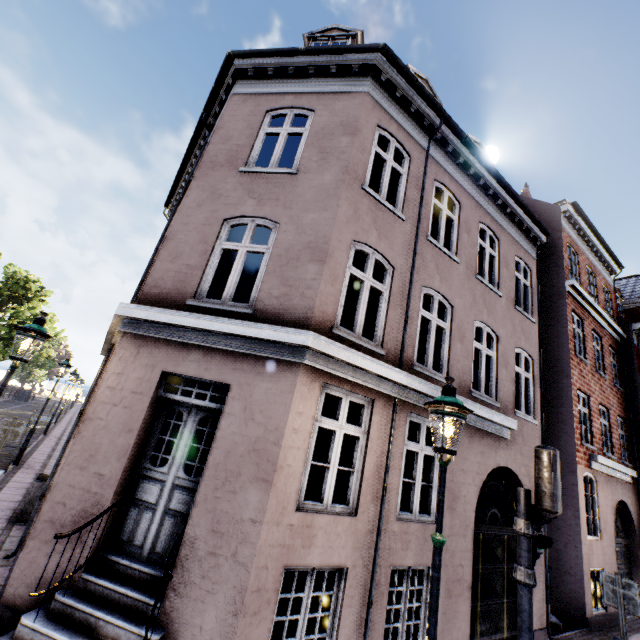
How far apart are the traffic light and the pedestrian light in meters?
Result: 0.1

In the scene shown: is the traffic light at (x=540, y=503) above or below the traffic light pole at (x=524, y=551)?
above

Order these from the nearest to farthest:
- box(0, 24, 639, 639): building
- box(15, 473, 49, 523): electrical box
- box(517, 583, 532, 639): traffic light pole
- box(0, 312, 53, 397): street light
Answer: box(517, 583, 532, 639): traffic light pole, box(0, 24, 639, 639): building, box(0, 312, 53, 397): street light, box(15, 473, 49, 523): electrical box

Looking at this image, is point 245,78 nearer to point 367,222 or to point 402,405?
point 367,222

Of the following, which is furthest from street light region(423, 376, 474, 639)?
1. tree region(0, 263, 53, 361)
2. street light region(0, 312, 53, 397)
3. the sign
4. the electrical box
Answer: tree region(0, 263, 53, 361)

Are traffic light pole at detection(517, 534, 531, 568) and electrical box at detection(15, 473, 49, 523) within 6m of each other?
no

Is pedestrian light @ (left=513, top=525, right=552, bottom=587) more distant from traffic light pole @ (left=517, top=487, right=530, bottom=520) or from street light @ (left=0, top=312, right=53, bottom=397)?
street light @ (left=0, top=312, right=53, bottom=397)

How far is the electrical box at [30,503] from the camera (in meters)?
7.01
